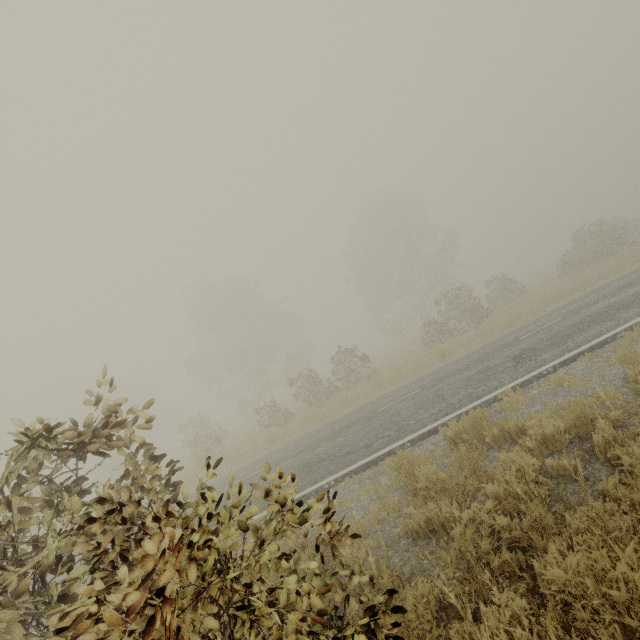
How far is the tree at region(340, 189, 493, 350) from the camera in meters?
23.8 m

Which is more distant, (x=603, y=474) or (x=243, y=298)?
(x=243, y=298)

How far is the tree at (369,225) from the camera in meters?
23.8 m
